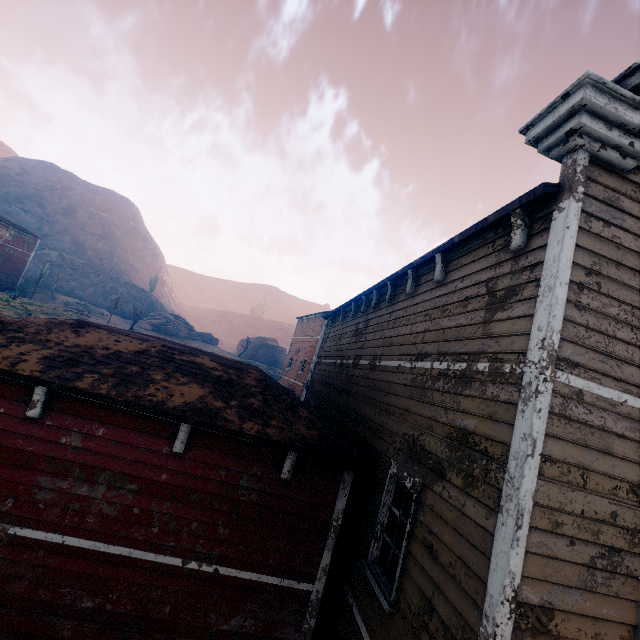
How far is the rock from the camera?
50.69m

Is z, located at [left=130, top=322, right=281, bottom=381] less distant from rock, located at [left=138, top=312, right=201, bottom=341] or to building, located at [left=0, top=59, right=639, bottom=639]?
building, located at [left=0, top=59, right=639, bottom=639]

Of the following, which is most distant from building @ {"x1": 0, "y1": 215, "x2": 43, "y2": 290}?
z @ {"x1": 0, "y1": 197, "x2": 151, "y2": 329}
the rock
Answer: the rock

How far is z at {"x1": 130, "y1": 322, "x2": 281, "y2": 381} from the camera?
48.3 meters

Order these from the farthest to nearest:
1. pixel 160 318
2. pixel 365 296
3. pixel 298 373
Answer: pixel 160 318 → pixel 298 373 → pixel 365 296

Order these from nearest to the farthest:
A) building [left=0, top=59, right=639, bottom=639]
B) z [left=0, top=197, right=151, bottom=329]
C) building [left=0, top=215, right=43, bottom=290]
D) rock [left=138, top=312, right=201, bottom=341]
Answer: building [left=0, top=59, right=639, bottom=639] < z [left=0, top=197, right=151, bottom=329] < building [left=0, top=215, right=43, bottom=290] < rock [left=138, top=312, right=201, bottom=341]

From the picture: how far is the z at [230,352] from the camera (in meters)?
48.28

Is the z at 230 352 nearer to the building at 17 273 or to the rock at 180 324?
the building at 17 273
